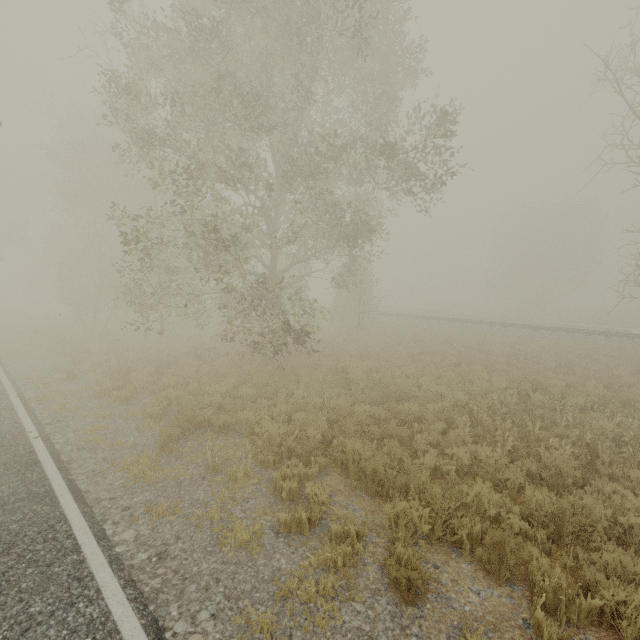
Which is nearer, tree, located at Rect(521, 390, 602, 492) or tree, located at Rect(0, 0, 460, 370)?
tree, located at Rect(521, 390, 602, 492)

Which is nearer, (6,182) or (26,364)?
(26,364)

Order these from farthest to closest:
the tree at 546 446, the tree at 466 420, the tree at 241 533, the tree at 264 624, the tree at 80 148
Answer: the tree at 80 148 < the tree at 466 420 < the tree at 546 446 < the tree at 241 533 < the tree at 264 624

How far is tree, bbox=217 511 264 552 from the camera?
4.5 meters

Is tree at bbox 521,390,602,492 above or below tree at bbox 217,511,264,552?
above

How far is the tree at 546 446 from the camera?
6.1 meters
